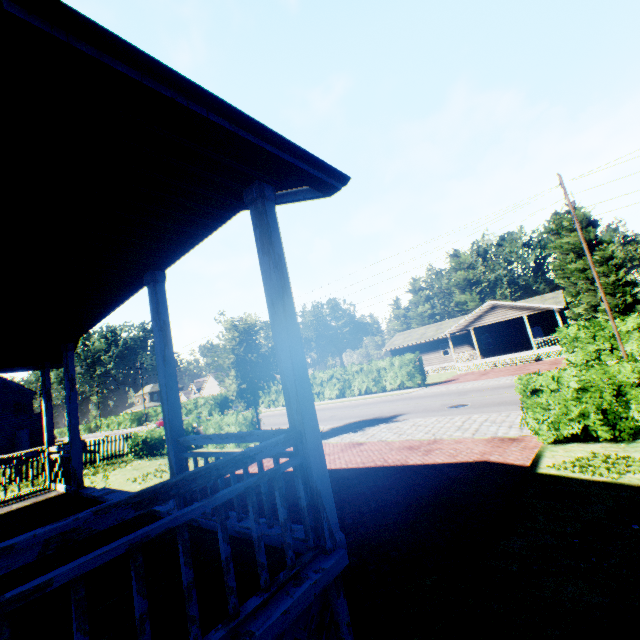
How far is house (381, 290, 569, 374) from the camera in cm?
3119

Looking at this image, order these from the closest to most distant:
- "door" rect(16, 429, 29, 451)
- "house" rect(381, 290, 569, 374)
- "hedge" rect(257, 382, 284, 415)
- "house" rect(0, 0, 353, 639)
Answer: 1. "house" rect(0, 0, 353, 639)
2. "house" rect(381, 290, 569, 374)
3. "door" rect(16, 429, 29, 451)
4. "hedge" rect(257, 382, 284, 415)

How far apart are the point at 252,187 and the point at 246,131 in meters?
0.8 m

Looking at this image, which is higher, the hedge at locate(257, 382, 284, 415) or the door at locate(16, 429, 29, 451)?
the door at locate(16, 429, 29, 451)

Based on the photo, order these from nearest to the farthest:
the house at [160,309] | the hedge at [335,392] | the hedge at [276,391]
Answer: the house at [160,309] → the hedge at [335,392] → the hedge at [276,391]

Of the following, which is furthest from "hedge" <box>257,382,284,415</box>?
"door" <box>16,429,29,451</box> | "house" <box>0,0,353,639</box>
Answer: "door" <box>16,429,29,451</box>

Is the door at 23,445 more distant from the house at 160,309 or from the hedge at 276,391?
the house at 160,309

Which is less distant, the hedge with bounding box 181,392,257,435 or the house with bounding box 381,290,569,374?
the hedge with bounding box 181,392,257,435
